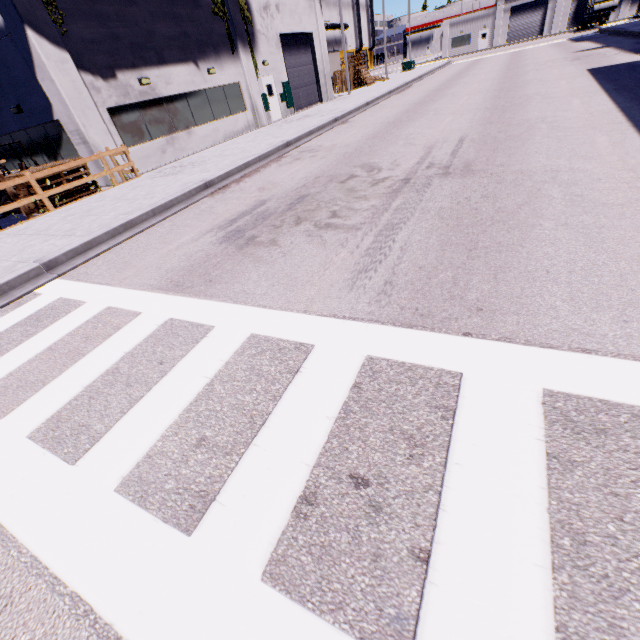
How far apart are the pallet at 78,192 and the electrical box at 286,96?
16.0 meters

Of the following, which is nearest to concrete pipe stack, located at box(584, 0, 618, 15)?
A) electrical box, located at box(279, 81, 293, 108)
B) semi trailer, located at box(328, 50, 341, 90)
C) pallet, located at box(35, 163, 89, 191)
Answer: semi trailer, located at box(328, 50, 341, 90)

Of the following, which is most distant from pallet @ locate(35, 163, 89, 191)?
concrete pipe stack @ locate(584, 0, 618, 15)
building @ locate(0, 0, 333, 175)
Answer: concrete pipe stack @ locate(584, 0, 618, 15)

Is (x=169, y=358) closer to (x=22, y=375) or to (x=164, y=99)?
(x=22, y=375)

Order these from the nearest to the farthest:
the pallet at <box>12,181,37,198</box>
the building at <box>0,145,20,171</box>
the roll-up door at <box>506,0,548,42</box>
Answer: the pallet at <box>12,181,37,198</box> < the building at <box>0,145,20,171</box> < the roll-up door at <box>506,0,548,42</box>

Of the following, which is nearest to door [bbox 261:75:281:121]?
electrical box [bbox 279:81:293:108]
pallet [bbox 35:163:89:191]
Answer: electrical box [bbox 279:81:293:108]

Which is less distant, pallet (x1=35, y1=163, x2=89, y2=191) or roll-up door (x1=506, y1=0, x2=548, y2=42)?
pallet (x1=35, y1=163, x2=89, y2=191)

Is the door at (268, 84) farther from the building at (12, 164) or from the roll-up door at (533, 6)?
the roll-up door at (533, 6)
